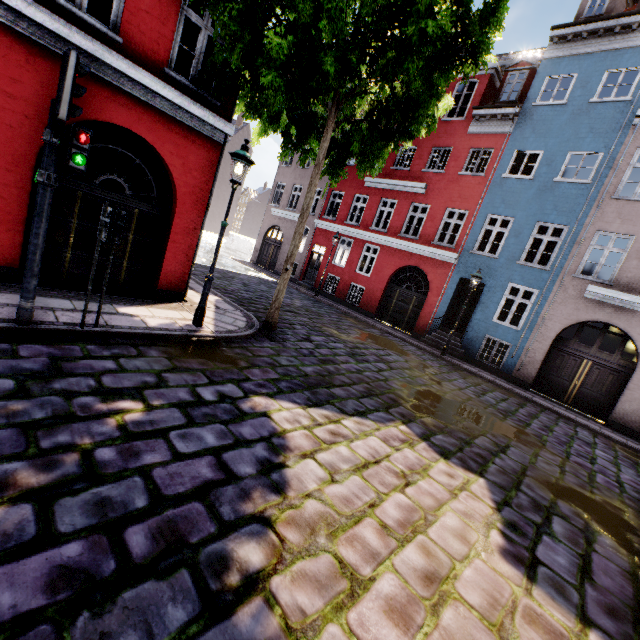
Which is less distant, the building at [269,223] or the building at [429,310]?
the building at [429,310]

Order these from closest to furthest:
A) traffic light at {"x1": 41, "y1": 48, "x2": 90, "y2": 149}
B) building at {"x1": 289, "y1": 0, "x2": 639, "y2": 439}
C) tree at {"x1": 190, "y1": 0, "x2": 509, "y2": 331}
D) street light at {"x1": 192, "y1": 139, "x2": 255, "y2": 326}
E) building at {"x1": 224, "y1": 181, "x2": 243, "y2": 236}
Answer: traffic light at {"x1": 41, "y1": 48, "x2": 90, "y2": 149}
tree at {"x1": 190, "y1": 0, "x2": 509, "y2": 331}
street light at {"x1": 192, "y1": 139, "x2": 255, "y2": 326}
building at {"x1": 289, "y1": 0, "x2": 639, "y2": 439}
building at {"x1": 224, "y1": 181, "x2": 243, "y2": 236}

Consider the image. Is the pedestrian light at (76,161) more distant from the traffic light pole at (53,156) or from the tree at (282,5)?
the tree at (282,5)

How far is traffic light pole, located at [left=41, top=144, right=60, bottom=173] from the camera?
4.0 meters

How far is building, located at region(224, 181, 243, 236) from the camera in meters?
56.4 m

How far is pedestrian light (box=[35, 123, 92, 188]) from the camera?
4.1 meters

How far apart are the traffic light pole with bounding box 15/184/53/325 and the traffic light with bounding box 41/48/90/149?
0.5m

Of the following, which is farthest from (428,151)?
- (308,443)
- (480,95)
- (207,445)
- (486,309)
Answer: (207,445)
